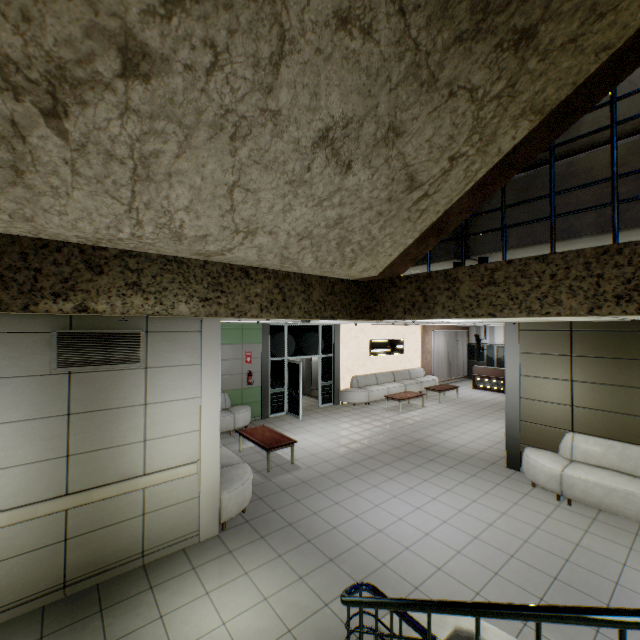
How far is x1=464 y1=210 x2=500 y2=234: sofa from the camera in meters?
2.0

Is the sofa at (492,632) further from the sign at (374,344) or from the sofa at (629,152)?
the sign at (374,344)

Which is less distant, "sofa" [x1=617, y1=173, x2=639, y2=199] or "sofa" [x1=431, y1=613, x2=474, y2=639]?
"sofa" [x1=617, y1=173, x2=639, y2=199]

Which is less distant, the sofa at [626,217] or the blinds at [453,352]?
the sofa at [626,217]

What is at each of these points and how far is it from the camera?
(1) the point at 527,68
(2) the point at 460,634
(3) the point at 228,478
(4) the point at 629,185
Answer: (1) stairs, 1.2 meters
(2) sofa, 2.2 meters
(3) sofa, 5.3 meters
(4) sofa, 1.6 meters

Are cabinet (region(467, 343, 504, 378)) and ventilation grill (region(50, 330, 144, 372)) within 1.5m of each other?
no

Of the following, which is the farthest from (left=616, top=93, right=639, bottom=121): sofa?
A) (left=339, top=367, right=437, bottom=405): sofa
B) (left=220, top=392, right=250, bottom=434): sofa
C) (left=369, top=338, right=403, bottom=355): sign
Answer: (left=369, top=338, right=403, bottom=355): sign
